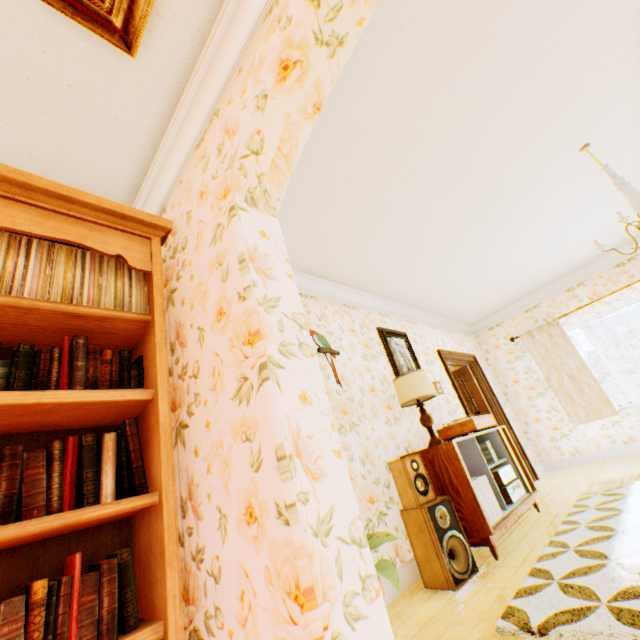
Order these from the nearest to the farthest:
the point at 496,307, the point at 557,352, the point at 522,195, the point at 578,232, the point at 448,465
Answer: the point at 448,465
the point at 522,195
the point at 578,232
the point at 557,352
the point at 496,307

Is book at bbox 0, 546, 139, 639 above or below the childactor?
below

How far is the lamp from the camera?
3.4m

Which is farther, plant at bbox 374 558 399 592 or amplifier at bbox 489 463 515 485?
amplifier at bbox 489 463 515 485

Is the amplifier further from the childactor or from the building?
the childactor

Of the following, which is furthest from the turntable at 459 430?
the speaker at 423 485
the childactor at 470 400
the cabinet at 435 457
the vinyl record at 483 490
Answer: the childactor at 470 400

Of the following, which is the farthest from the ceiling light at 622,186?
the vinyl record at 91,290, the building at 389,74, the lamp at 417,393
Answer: the vinyl record at 91,290

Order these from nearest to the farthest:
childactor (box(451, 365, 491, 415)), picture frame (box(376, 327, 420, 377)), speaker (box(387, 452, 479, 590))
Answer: speaker (box(387, 452, 479, 590))
picture frame (box(376, 327, 420, 377))
childactor (box(451, 365, 491, 415))
